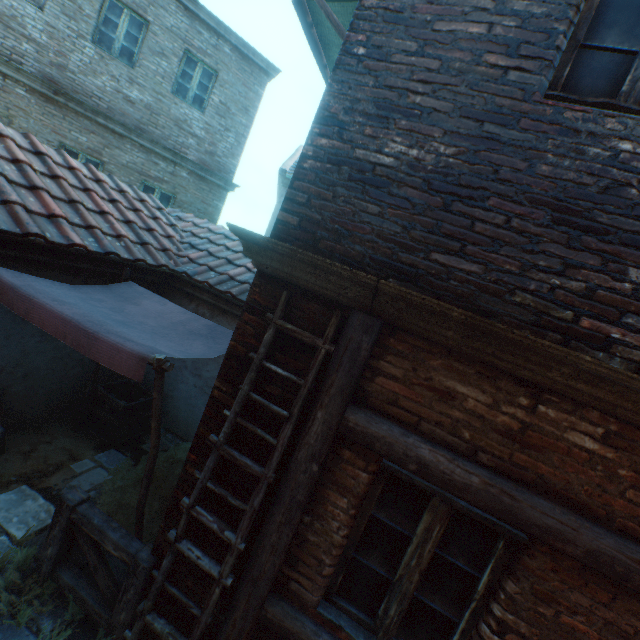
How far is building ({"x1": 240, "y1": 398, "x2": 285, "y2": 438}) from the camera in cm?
257

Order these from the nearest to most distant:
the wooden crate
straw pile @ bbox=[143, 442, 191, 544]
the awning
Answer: the awning → straw pile @ bbox=[143, 442, 191, 544] → the wooden crate

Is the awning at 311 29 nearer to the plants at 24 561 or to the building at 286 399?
the building at 286 399

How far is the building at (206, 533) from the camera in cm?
270

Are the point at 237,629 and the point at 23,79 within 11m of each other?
no

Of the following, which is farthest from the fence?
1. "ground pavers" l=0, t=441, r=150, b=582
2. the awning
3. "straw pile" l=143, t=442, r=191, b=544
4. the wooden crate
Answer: the awning
